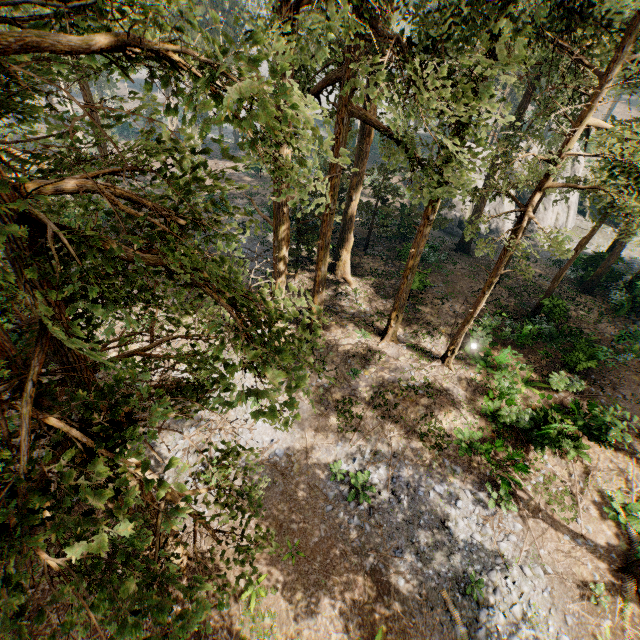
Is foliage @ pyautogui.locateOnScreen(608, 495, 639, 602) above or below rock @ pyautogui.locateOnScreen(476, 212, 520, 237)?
below

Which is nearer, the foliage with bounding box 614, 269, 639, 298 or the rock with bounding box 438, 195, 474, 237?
the foliage with bounding box 614, 269, 639, 298

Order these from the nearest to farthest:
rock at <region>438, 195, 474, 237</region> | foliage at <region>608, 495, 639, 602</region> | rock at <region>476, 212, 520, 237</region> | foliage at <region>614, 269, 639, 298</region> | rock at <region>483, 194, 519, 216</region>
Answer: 1. foliage at <region>608, 495, 639, 602</region>
2. foliage at <region>614, 269, 639, 298</region>
3. rock at <region>438, 195, 474, 237</region>
4. rock at <region>476, 212, 520, 237</region>
5. rock at <region>483, 194, 519, 216</region>

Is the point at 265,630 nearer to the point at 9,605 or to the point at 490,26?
the point at 9,605

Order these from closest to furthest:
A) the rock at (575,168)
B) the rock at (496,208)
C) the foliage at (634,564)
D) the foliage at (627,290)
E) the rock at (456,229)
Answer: the foliage at (634,564), the foliage at (627,290), the rock at (456,229), the rock at (496,208), the rock at (575,168)

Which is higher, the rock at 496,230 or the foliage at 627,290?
the foliage at 627,290
